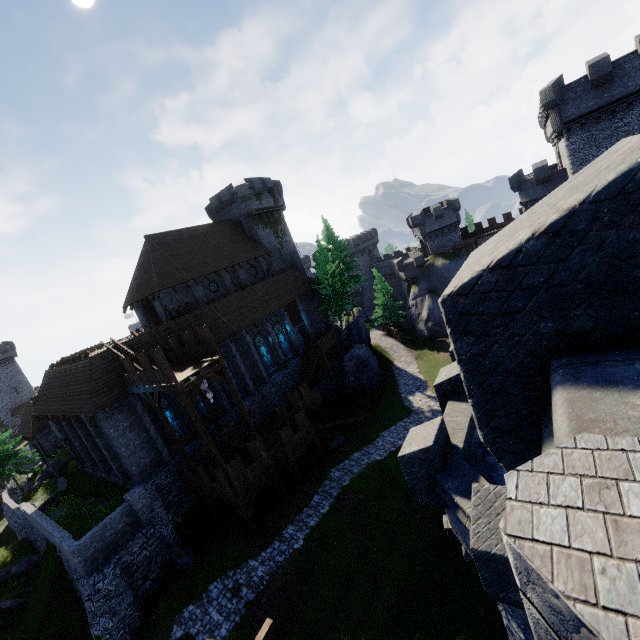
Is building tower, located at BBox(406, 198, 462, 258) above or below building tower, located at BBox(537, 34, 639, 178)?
below

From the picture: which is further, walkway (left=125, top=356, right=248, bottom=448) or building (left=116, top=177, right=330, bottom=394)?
building (left=116, top=177, right=330, bottom=394)

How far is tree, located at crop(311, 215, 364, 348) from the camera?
37.03m

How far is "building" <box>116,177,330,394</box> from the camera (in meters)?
28.50

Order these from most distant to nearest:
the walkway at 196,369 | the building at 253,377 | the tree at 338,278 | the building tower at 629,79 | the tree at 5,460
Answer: the tree at 338,278, the tree at 5,460, the building at 253,377, the building tower at 629,79, the walkway at 196,369

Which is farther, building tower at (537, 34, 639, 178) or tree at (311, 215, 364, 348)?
tree at (311, 215, 364, 348)

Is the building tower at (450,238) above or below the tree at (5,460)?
above

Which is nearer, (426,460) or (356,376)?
(426,460)
